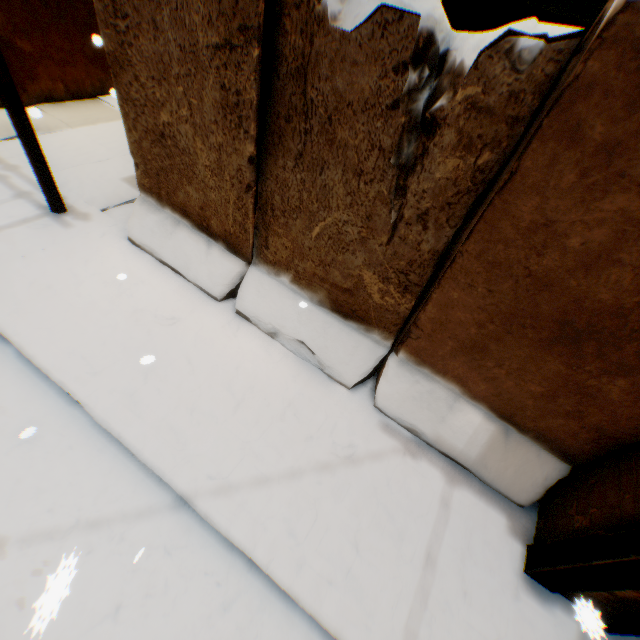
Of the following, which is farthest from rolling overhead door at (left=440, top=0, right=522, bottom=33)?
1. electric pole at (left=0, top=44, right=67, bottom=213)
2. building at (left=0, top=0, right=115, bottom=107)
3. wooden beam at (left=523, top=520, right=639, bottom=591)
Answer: wooden beam at (left=523, top=520, right=639, bottom=591)

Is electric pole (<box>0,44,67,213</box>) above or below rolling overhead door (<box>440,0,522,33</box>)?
below

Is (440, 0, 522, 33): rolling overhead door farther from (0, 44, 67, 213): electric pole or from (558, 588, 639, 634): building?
(0, 44, 67, 213): electric pole

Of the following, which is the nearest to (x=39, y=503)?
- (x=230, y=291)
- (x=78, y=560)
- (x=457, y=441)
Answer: (x=78, y=560)

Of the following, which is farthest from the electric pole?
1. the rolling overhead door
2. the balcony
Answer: the rolling overhead door

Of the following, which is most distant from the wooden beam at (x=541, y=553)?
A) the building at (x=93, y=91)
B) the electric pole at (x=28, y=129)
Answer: the electric pole at (x=28, y=129)

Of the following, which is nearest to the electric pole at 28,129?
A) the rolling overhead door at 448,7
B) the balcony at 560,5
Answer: the balcony at 560,5

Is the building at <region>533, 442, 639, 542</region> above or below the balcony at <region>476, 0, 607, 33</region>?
below
